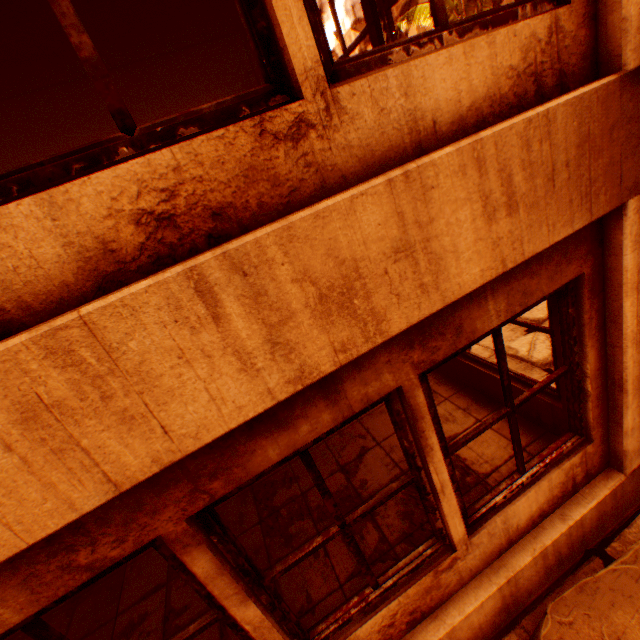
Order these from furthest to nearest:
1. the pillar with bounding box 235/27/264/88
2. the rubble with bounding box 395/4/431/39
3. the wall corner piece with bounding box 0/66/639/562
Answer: the rubble with bounding box 395/4/431/39 < the pillar with bounding box 235/27/264/88 < the wall corner piece with bounding box 0/66/639/562

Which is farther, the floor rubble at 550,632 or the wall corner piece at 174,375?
the floor rubble at 550,632

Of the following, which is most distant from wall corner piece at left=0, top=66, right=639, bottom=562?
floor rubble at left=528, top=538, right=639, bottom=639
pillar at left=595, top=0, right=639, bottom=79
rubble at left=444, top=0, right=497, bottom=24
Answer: rubble at left=444, top=0, right=497, bottom=24

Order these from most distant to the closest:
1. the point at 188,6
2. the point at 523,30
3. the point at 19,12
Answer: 1. the point at 188,6
2. the point at 19,12
3. the point at 523,30

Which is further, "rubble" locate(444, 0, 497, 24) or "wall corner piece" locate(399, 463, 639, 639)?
"rubble" locate(444, 0, 497, 24)

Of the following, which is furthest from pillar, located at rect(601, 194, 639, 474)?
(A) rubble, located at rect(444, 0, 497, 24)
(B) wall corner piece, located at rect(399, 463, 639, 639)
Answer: (A) rubble, located at rect(444, 0, 497, 24)

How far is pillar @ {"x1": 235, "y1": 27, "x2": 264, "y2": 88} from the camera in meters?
5.1 m

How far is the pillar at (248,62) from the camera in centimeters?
513cm
